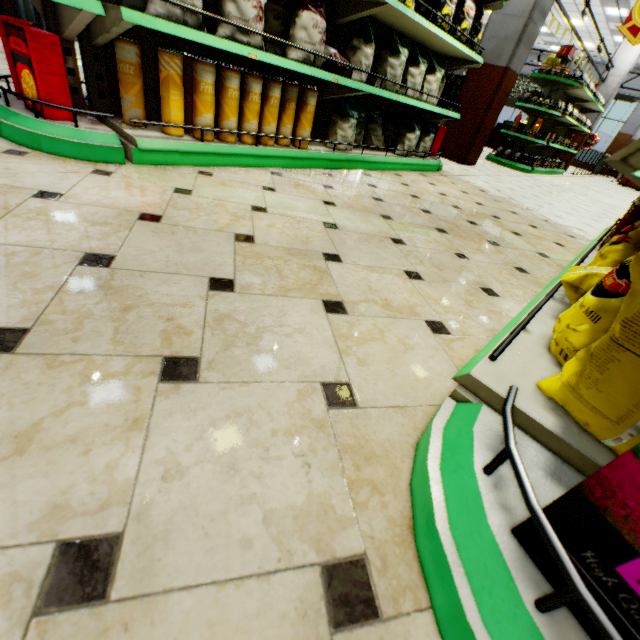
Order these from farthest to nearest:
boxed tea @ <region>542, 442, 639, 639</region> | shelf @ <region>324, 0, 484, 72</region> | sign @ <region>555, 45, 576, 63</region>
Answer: sign @ <region>555, 45, 576, 63</region> < shelf @ <region>324, 0, 484, 72</region> < boxed tea @ <region>542, 442, 639, 639</region>

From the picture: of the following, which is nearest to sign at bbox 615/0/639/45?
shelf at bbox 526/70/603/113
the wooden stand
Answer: shelf at bbox 526/70/603/113

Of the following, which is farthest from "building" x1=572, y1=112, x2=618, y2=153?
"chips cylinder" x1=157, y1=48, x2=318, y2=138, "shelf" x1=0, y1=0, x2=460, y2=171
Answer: "chips cylinder" x1=157, y1=48, x2=318, y2=138

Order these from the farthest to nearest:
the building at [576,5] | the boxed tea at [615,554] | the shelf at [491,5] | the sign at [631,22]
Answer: the building at [576,5] → the sign at [631,22] → the shelf at [491,5] → the boxed tea at [615,554]

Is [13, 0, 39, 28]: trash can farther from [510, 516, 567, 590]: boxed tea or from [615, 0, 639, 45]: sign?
[510, 516, 567, 590]: boxed tea

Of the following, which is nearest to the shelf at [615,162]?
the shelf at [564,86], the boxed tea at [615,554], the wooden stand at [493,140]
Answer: the boxed tea at [615,554]

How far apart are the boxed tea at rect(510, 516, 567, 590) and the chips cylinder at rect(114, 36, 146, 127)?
2.8 meters

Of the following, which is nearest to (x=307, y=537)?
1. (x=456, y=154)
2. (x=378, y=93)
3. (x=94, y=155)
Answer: (x=94, y=155)
